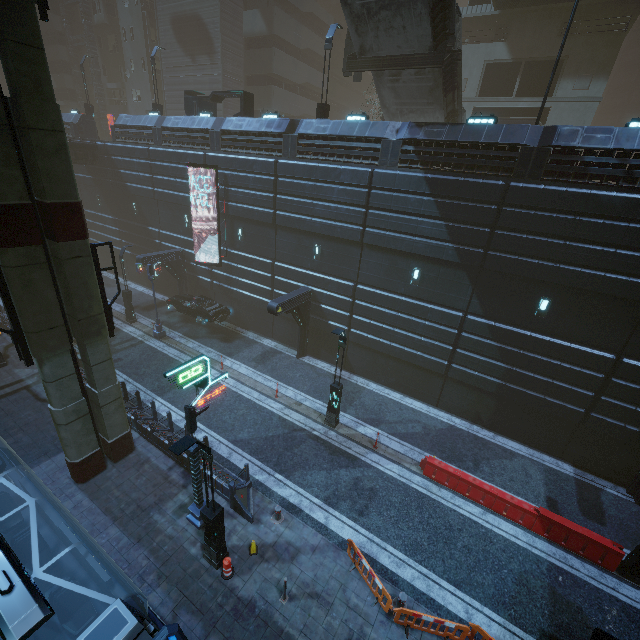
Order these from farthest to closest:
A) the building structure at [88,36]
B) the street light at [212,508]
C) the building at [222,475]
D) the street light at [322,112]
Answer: the building structure at [88,36] < the street light at [322,112] < the building at [222,475] < the street light at [212,508]

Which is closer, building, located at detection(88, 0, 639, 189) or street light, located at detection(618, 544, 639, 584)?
street light, located at detection(618, 544, 639, 584)

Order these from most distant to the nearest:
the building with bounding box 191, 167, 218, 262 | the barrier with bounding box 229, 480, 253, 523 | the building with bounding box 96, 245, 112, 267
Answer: the building with bounding box 96, 245, 112, 267 → the building with bounding box 191, 167, 218, 262 → the barrier with bounding box 229, 480, 253, 523

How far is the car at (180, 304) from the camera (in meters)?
23.00

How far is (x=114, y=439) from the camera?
12.82m

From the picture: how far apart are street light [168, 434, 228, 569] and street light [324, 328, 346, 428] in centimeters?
669cm

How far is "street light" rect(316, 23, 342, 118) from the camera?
17.6m

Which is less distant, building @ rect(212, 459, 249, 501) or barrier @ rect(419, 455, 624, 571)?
barrier @ rect(419, 455, 624, 571)
